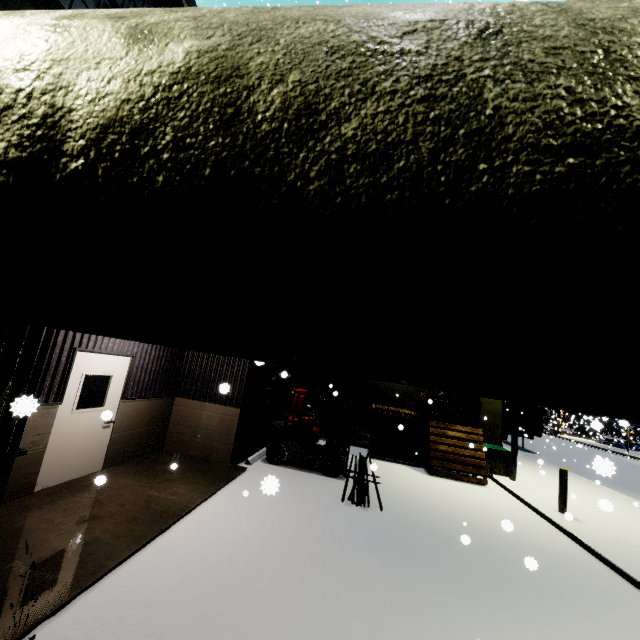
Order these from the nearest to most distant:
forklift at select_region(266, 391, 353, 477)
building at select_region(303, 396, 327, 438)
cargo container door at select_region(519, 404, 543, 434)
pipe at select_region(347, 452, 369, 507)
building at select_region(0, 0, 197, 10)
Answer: building at select_region(0, 0, 197, 10) < pipe at select_region(347, 452, 369, 507) < forklift at select_region(266, 391, 353, 477) < building at select_region(303, 396, 327, 438) < cargo container door at select_region(519, 404, 543, 434)

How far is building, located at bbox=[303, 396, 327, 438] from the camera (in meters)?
16.03

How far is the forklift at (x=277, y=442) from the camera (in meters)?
9.34

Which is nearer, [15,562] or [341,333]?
[341,333]

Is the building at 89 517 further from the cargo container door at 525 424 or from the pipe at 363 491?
the pipe at 363 491

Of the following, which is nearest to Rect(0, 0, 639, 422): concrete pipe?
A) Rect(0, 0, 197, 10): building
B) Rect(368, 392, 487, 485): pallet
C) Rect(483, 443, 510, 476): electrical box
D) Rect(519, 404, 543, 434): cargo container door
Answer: Rect(0, 0, 197, 10): building

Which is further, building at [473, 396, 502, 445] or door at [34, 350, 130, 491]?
building at [473, 396, 502, 445]

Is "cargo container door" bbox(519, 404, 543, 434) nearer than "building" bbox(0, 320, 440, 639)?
No
